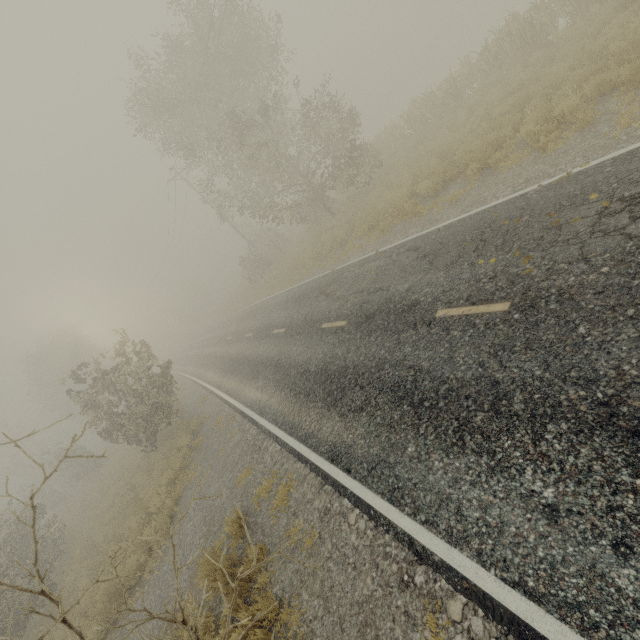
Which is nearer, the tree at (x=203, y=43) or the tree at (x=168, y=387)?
the tree at (x=168, y=387)

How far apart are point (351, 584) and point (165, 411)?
14.63m

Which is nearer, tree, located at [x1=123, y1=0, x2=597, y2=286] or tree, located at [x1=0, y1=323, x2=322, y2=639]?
tree, located at [x1=0, y1=323, x2=322, y2=639]
